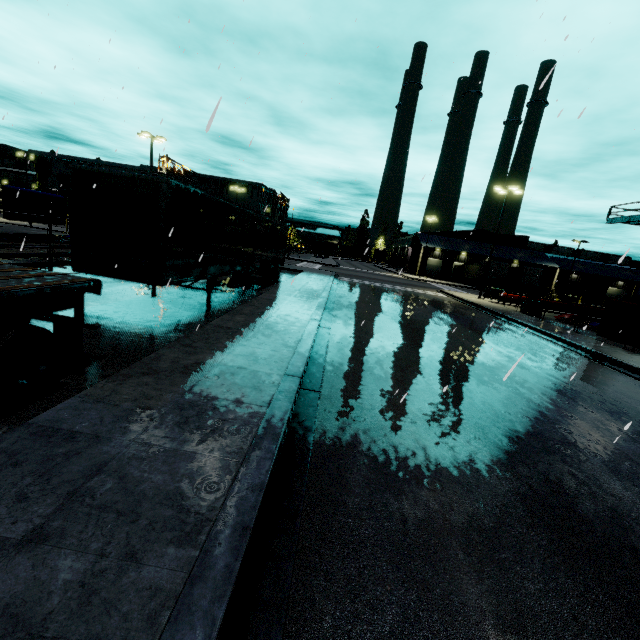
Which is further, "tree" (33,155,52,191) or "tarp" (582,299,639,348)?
"tree" (33,155,52,191)

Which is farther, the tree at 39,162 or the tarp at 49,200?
the tree at 39,162

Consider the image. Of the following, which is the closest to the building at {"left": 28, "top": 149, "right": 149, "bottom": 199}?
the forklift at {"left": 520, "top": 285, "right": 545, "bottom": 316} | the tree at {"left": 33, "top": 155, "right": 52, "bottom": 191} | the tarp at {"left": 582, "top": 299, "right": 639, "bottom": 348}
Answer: the tree at {"left": 33, "top": 155, "right": 52, "bottom": 191}

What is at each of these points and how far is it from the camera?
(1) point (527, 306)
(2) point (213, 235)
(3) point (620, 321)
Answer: (1) forklift, 24.0m
(2) semi trailer, 11.2m
(3) tarp, 15.4m

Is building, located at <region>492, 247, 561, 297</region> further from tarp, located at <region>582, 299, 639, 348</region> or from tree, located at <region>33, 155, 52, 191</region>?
tarp, located at <region>582, 299, 639, 348</region>

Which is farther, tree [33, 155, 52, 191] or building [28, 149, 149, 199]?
tree [33, 155, 52, 191]

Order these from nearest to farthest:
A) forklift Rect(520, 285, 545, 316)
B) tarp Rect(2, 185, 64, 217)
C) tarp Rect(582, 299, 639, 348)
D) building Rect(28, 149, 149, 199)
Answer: tarp Rect(582, 299, 639, 348) < tarp Rect(2, 185, 64, 217) < forklift Rect(520, 285, 545, 316) < building Rect(28, 149, 149, 199)

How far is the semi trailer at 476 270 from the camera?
49.7 meters
